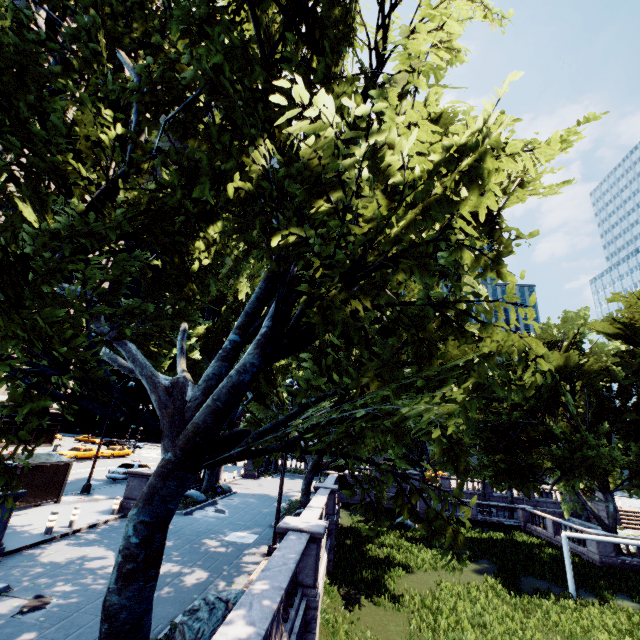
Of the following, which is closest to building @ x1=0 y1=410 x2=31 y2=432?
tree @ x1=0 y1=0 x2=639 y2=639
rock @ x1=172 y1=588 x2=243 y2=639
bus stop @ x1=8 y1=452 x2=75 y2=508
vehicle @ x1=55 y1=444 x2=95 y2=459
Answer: tree @ x1=0 y1=0 x2=639 y2=639

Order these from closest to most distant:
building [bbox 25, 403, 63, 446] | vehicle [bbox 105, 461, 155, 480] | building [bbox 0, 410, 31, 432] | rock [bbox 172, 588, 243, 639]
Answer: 1. rock [bbox 172, 588, 243, 639]
2. vehicle [bbox 105, 461, 155, 480]
3. building [bbox 0, 410, 31, 432]
4. building [bbox 25, 403, 63, 446]

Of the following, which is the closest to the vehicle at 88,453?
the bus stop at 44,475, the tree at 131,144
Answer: the tree at 131,144

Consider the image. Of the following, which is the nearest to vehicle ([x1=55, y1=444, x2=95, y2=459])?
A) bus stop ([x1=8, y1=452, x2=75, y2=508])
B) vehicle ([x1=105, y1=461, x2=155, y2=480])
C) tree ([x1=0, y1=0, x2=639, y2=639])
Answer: vehicle ([x1=105, y1=461, x2=155, y2=480])

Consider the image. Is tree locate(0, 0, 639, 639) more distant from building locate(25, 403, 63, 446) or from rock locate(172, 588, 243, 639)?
building locate(25, 403, 63, 446)

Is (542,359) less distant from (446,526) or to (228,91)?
(446,526)

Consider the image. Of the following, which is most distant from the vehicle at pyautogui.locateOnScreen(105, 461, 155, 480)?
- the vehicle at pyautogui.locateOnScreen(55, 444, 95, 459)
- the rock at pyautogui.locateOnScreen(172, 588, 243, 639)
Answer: the rock at pyautogui.locateOnScreen(172, 588, 243, 639)

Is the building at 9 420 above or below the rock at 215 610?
above
